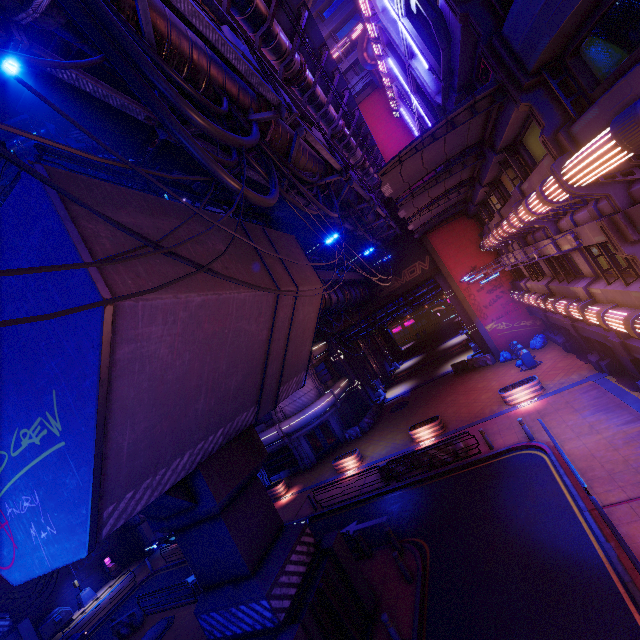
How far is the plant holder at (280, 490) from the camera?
25.46m

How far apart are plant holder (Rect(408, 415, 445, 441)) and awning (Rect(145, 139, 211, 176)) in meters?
18.7 m

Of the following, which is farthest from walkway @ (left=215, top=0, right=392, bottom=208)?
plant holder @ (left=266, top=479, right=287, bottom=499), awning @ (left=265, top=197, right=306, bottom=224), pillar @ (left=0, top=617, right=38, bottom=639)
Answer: pillar @ (left=0, top=617, right=38, bottom=639)

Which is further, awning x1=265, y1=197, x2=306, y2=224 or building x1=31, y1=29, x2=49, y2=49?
building x1=31, y1=29, x2=49, y2=49

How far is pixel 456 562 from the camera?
11.0m

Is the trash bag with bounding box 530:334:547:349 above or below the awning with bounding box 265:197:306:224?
below

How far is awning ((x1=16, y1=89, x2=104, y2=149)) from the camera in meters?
9.3

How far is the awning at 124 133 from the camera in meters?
9.2 m
